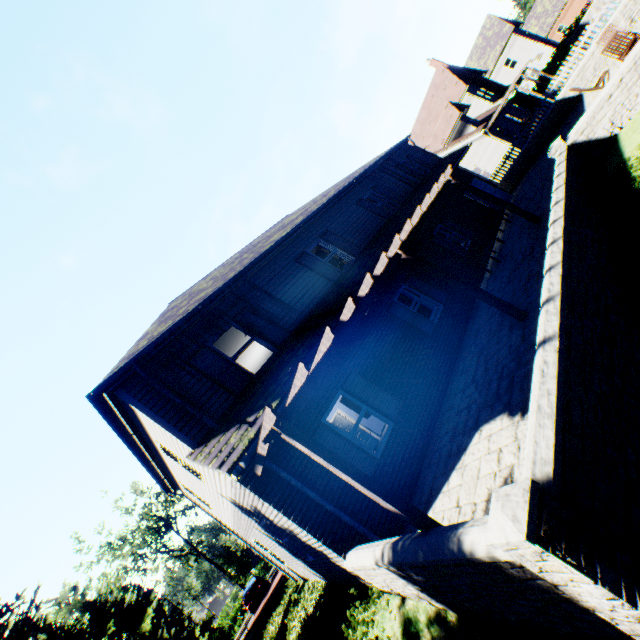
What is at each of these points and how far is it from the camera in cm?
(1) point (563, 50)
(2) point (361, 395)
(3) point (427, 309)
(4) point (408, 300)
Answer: (1) hedge, 3478
(2) shutter, 830
(3) curtain, 1139
(4) curtain, 1152

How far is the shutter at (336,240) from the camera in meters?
11.9

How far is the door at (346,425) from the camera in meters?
Result: 14.4

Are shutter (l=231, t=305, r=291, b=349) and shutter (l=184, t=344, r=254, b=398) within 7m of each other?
yes

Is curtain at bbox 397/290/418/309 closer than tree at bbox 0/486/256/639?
No

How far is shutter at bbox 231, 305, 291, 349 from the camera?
8.77m

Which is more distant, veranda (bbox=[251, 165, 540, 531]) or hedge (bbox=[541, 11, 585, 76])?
hedge (bbox=[541, 11, 585, 76])

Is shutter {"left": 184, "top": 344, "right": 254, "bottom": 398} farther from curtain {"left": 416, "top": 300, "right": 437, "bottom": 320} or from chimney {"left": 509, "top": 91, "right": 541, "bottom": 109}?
chimney {"left": 509, "top": 91, "right": 541, "bottom": 109}
